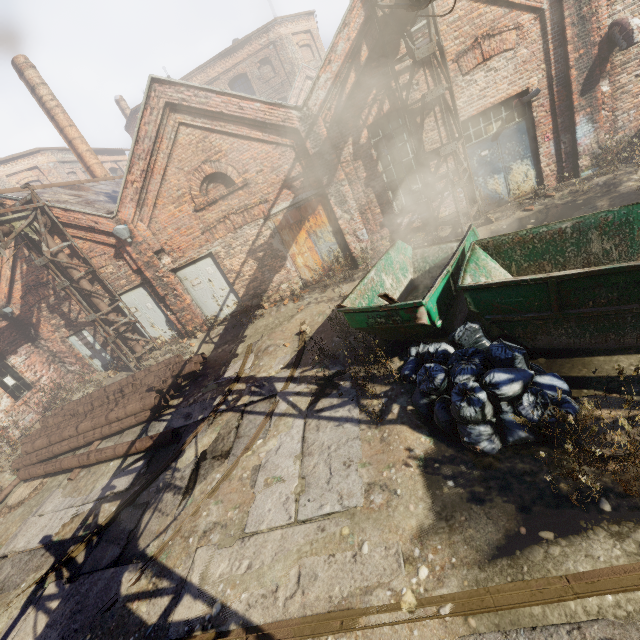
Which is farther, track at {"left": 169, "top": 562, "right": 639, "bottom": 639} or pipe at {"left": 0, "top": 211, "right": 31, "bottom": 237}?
pipe at {"left": 0, "top": 211, "right": 31, "bottom": 237}

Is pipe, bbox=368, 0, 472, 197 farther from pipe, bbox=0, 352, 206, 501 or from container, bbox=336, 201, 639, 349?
pipe, bbox=0, 352, 206, 501

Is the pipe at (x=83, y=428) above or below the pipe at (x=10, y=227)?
below

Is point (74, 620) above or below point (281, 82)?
below

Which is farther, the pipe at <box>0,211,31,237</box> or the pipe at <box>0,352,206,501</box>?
the pipe at <box>0,211,31,237</box>

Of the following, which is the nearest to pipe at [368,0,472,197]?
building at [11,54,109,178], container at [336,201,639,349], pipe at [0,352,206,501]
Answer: container at [336,201,639,349]

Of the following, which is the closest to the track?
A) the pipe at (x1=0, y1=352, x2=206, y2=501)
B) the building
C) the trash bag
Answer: the trash bag

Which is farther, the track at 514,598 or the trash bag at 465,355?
the trash bag at 465,355
